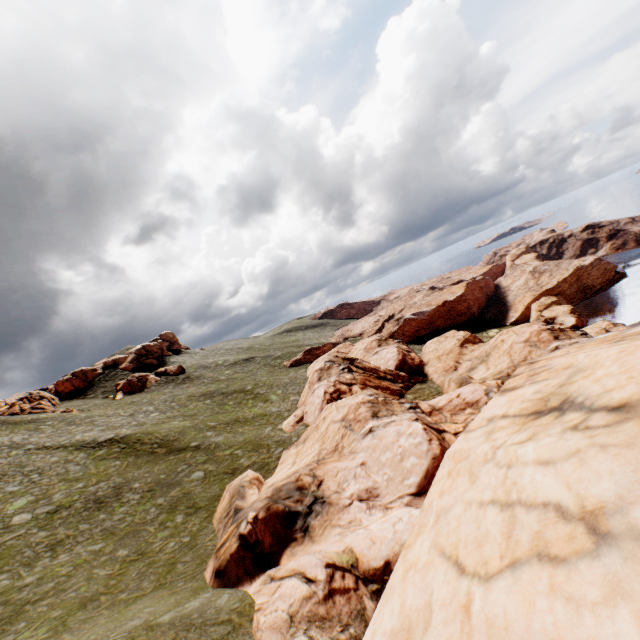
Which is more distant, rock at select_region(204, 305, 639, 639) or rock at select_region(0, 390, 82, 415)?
rock at select_region(0, 390, 82, 415)

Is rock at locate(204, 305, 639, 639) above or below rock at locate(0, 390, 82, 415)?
below

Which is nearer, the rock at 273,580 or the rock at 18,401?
the rock at 273,580

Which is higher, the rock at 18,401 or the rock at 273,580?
the rock at 18,401

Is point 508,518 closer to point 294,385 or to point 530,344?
point 530,344
